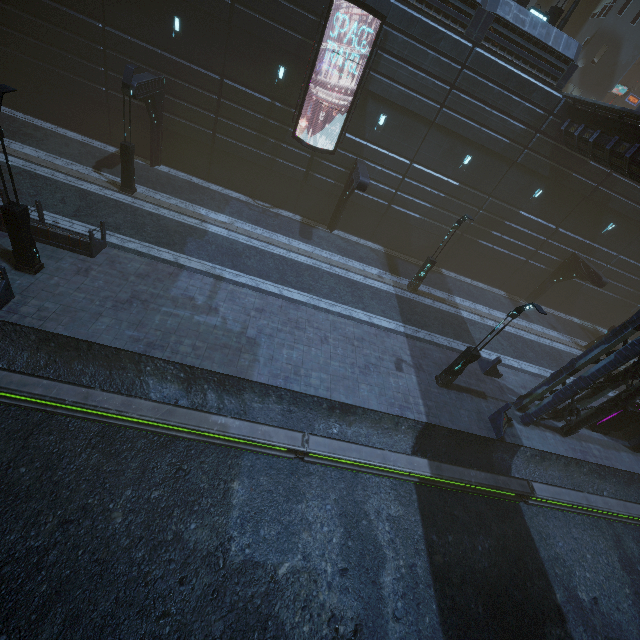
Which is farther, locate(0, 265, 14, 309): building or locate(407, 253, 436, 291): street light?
locate(407, 253, 436, 291): street light

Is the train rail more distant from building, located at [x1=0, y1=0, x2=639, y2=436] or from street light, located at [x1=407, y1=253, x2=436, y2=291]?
street light, located at [x1=407, y1=253, x2=436, y2=291]

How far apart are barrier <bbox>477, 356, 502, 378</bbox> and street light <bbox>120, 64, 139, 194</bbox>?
20.8m

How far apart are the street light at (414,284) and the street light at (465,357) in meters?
6.7 m

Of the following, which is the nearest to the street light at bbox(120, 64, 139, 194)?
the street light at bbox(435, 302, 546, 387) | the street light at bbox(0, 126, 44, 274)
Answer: the street light at bbox(0, 126, 44, 274)

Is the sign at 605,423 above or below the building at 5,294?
above

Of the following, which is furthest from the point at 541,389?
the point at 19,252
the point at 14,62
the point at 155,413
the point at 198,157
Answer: the point at 14,62

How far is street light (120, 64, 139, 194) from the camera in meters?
14.0 m
